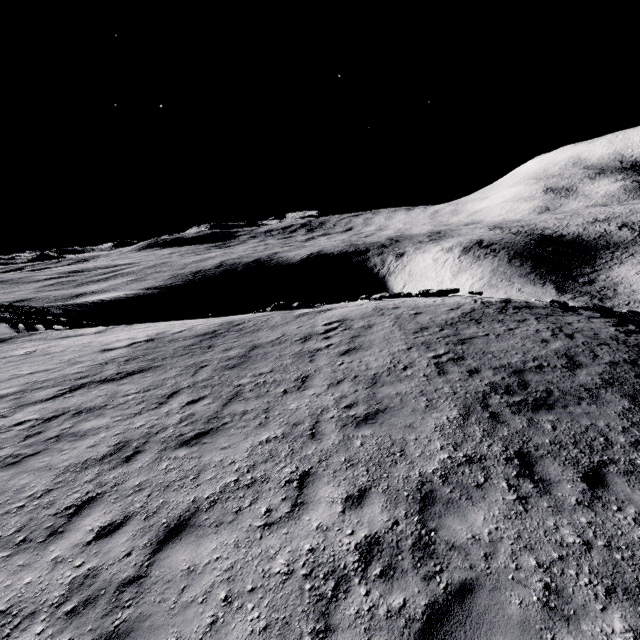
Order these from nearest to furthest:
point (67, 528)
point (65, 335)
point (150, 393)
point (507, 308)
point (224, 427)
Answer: point (67, 528) → point (224, 427) → point (150, 393) → point (507, 308) → point (65, 335)
